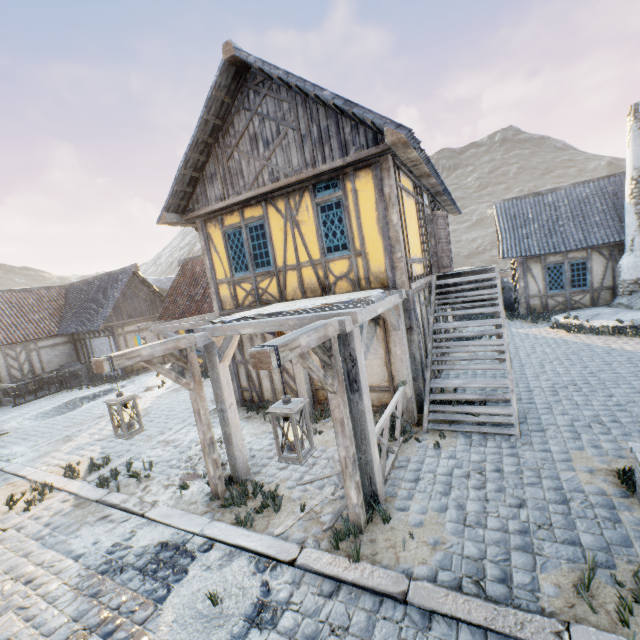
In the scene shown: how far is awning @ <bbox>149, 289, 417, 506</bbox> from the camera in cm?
463

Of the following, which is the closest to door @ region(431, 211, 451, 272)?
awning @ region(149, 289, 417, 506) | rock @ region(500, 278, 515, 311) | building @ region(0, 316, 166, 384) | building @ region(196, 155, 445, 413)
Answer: building @ region(196, 155, 445, 413)

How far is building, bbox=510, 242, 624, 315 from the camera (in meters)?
14.12

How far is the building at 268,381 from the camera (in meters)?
9.37

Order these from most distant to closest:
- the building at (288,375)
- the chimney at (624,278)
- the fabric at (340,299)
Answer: the chimney at (624,278)
the building at (288,375)
the fabric at (340,299)

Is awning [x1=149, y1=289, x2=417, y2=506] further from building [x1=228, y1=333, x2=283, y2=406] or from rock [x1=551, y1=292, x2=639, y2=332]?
rock [x1=551, y1=292, x2=639, y2=332]

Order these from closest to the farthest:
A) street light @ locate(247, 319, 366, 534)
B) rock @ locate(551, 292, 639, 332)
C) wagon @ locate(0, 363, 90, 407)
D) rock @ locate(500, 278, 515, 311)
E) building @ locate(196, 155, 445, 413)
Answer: street light @ locate(247, 319, 366, 534) → building @ locate(196, 155, 445, 413) → rock @ locate(551, 292, 639, 332) → wagon @ locate(0, 363, 90, 407) → rock @ locate(500, 278, 515, 311)

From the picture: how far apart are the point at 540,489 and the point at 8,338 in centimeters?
2305cm
